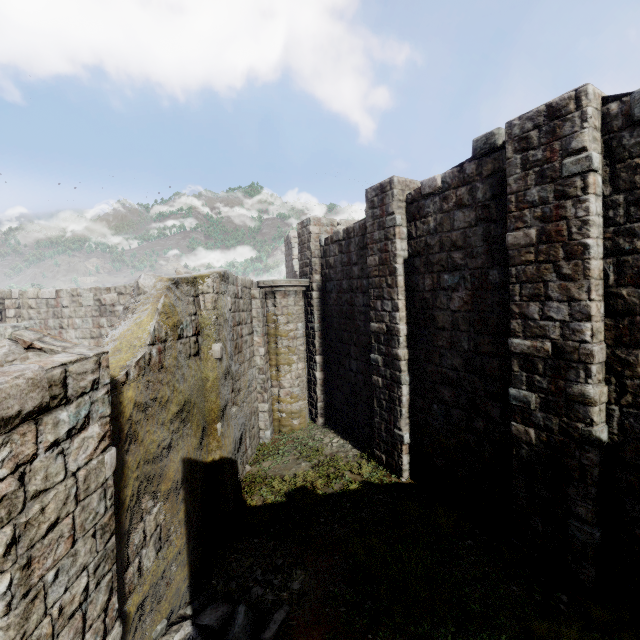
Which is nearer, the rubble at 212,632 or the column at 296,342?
the rubble at 212,632

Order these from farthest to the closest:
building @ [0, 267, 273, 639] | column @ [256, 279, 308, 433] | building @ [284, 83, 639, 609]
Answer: column @ [256, 279, 308, 433], building @ [284, 83, 639, 609], building @ [0, 267, 273, 639]

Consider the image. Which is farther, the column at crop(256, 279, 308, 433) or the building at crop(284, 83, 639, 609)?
the column at crop(256, 279, 308, 433)

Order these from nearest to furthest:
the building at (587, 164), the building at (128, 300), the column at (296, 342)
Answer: the building at (128, 300), the building at (587, 164), the column at (296, 342)

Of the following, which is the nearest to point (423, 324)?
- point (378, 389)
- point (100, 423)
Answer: point (378, 389)

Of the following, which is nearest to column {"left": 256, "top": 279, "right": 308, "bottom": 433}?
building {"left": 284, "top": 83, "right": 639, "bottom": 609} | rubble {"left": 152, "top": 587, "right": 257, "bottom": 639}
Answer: building {"left": 284, "top": 83, "right": 639, "bottom": 609}

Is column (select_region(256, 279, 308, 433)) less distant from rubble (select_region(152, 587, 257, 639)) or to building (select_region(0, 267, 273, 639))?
building (select_region(0, 267, 273, 639))
